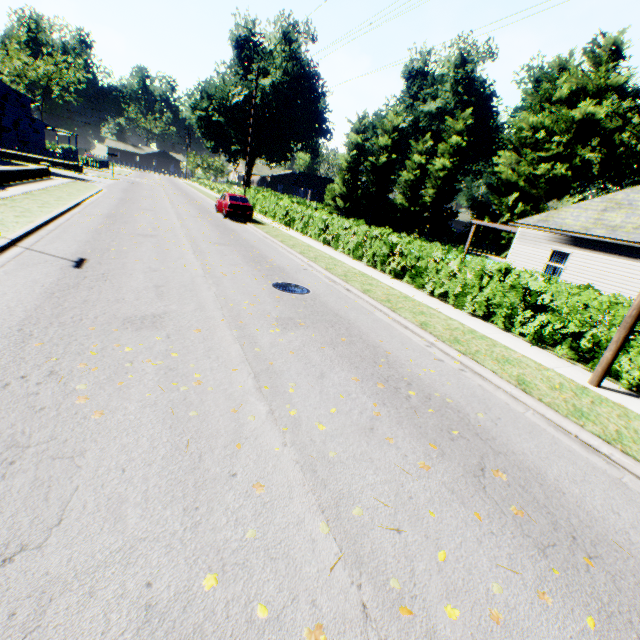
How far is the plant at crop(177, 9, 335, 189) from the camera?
40.62m

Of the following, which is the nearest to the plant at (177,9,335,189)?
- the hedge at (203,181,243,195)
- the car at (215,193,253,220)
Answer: the hedge at (203,181,243,195)

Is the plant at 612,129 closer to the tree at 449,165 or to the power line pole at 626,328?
the tree at 449,165

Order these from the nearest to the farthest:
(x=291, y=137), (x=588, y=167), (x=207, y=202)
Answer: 1. (x=207, y=202)
2. (x=588, y=167)
3. (x=291, y=137)

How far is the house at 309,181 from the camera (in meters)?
47.41

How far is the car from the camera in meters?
21.2

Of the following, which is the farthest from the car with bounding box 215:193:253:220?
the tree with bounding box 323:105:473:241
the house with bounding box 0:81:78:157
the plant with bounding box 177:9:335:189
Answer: the house with bounding box 0:81:78:157

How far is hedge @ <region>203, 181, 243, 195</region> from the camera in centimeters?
4022cm
